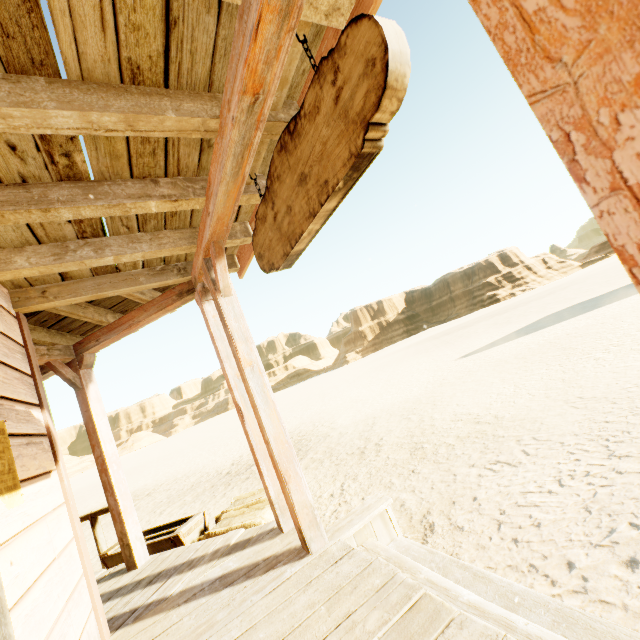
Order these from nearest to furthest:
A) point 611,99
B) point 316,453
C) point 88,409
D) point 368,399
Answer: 1. point 611,99
2. point 88,409
3. point 316,453
4. point 368,399

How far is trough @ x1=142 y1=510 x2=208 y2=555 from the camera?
4.2m

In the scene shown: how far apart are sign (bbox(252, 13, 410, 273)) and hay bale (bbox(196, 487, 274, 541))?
2.91m

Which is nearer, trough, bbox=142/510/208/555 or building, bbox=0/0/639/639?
building, bbox=0/0/639/639

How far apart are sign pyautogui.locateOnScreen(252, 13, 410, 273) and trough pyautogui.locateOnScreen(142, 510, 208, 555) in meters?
3.8 m

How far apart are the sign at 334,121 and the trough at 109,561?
3.8m

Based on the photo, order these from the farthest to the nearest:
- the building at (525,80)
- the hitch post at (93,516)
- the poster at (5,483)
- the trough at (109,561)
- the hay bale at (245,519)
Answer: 1. the hitch post at (93,516)
2. the trough at (109,561)
3. the hay bale at (245,519)
4. the poster at (5,483)
5. the building at (525,80)
